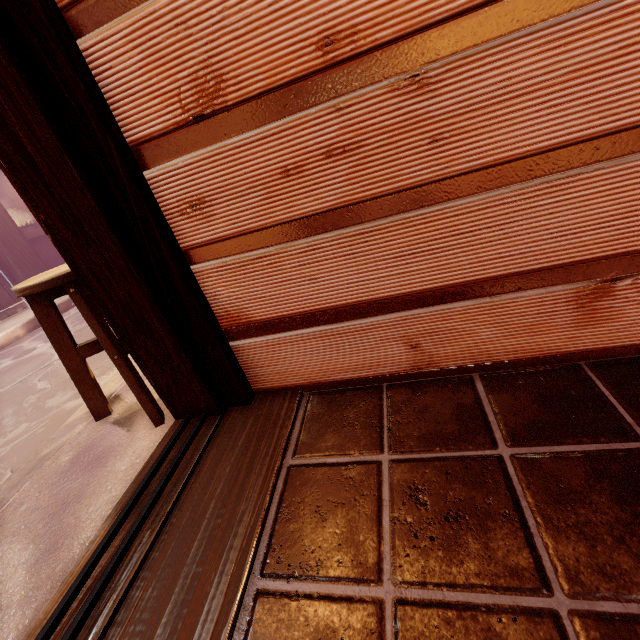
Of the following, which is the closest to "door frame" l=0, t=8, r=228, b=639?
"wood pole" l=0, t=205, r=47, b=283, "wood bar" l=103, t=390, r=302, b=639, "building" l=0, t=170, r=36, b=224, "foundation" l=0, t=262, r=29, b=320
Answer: "wood bar" l=103, t=390, r=302, b=639

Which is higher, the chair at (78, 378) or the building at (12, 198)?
the building at (12, 198)

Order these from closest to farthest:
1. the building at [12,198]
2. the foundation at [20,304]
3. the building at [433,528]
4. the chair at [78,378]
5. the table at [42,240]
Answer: the building at [433,528] < the chair at [78,378] < the foundation at [20,304] < the table at [42,240] < the building at [12,198]

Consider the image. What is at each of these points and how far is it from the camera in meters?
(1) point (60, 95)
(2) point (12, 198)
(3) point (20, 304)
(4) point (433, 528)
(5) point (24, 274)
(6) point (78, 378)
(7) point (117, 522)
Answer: (1) wood pole, 1.6 m
(2) building, 16.8 m
(3) foundation, 9.6 m
(4) building, 1.4 m
(5) wood pole, 9.7 m
(6) chair, 2.9 m
(7) door frame, 1.8 m

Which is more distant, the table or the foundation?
the table

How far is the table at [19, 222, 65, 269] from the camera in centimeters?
1185cm

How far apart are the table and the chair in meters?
12.7 m

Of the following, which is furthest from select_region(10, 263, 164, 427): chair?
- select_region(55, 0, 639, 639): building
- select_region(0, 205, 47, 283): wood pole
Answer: select_region(0, 205, 47, 283): wood pole
